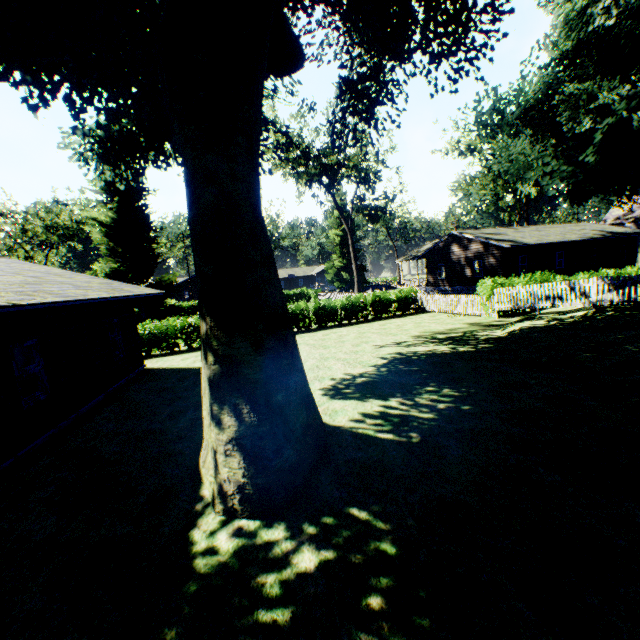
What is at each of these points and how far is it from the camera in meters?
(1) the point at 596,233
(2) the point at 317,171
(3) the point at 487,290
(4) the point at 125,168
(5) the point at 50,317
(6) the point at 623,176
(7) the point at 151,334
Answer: (1) house, 32.8 m
(2) tree, 30.8 m
(3) hedge, 18.8 m
(4) plant, 31.6 m
(5) house, 9.2 m
(6) plant, 21.8 m
(7) hedge, 18.5 m

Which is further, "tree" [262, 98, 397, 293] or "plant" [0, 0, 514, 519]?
"tree" [262, 98, 397, 293]

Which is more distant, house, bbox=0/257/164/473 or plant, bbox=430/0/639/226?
plant, bbox=430/0/639/226

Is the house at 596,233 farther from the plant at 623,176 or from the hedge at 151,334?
the hedge at 151,334

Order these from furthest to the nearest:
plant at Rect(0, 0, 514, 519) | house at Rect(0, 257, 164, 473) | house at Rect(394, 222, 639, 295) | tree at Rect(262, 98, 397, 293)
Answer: tree at Rect(262, 98, 397, 293), house at Rect(394, 222, 639, 295), house at Rect(0, 257, 164, 473), plant at Rect(0, 0, 514, 519)

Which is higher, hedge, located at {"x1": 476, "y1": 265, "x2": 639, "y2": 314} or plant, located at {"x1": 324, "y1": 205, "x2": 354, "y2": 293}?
plant, located at {"x1": 324, "y1": 205, "x2": 354, "y2": 293}

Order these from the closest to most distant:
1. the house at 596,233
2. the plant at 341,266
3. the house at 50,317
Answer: the house at 50,317
the house at 596,233
the plant at 341,266

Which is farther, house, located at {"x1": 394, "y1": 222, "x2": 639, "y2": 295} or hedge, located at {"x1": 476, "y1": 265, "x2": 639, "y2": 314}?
house, located at {"x1": 394, "y1": 222, "x2": 639, "y2": 295}
